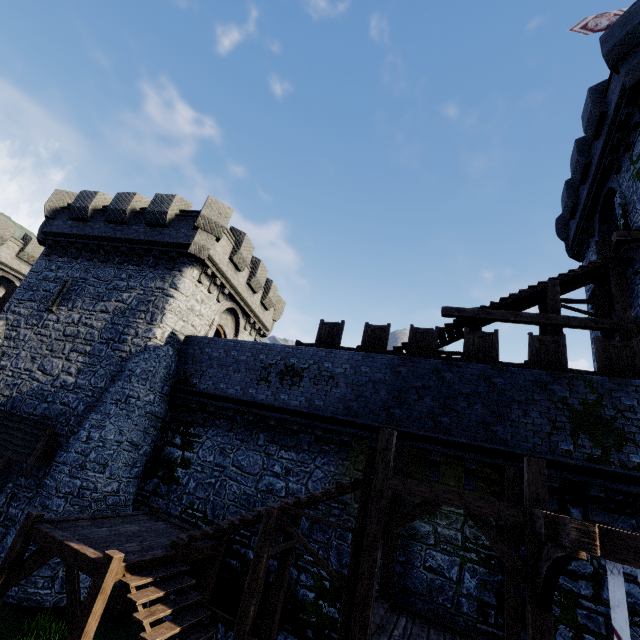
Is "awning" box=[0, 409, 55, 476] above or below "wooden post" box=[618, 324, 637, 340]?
below

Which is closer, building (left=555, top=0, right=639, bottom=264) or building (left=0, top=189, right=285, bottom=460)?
building (left=555, top=0, right=639, bottom=264)

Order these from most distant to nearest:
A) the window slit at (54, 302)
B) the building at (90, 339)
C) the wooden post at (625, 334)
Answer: the window slit at (54, 302) < the building at (90, 339) < the wooden post at (625, 334)

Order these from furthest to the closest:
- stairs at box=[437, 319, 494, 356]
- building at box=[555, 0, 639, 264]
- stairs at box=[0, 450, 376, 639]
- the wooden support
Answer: stairs at box=[437, 319, 494, 356]
building at box=[555, 0, 639, 264]
stairs at box=[0, 450, 376, 639]
the wooden support

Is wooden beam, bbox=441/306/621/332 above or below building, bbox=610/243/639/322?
below

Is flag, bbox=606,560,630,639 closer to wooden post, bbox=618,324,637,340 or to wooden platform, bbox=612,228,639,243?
wooden post, bbox=618,324,637,340

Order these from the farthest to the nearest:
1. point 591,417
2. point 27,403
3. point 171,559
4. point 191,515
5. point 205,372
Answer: point 205,372 < point 27,403 < point 191,515 < point 591,417 < point 171,559

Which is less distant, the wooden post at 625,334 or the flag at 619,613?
the flag at 619,613
